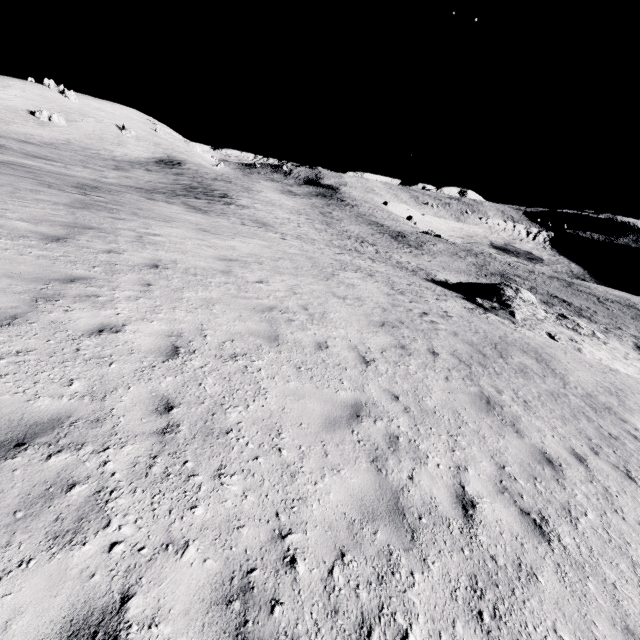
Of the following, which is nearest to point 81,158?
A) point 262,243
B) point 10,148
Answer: point 10,148
